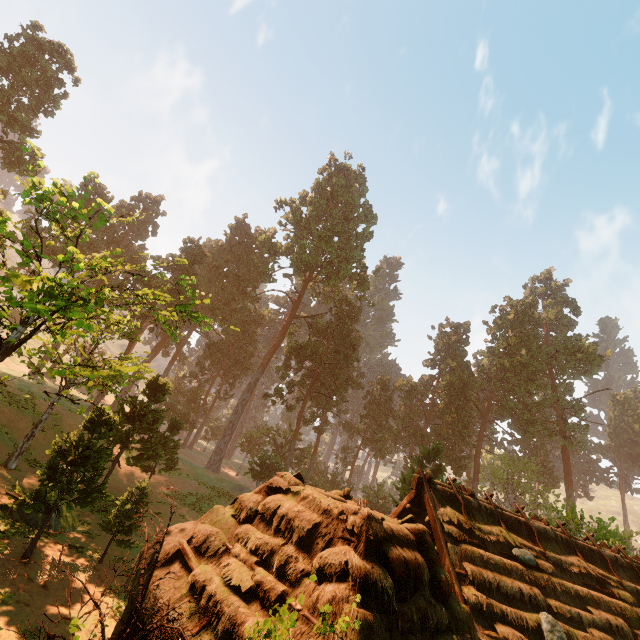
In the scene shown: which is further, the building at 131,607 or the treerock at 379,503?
the treerock at 379,503

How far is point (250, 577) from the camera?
6.23m

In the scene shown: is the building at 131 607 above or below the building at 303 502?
below

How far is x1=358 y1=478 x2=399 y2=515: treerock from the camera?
40.50m

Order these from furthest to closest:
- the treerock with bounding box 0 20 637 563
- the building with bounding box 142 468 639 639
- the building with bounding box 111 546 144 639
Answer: the treerock with bounding box 0 20 637 563 → the building with bounding box 111 546 144 639 → the building with bounding box 142 468 639 639

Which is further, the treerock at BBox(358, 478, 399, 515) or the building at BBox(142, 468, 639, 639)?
the treerock at BBox(358, 478, 399, 515)
